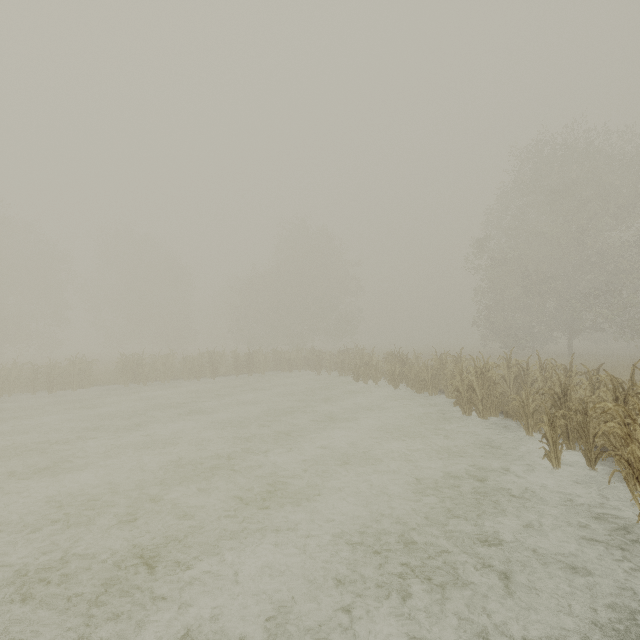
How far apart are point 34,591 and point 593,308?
29.2 meters
